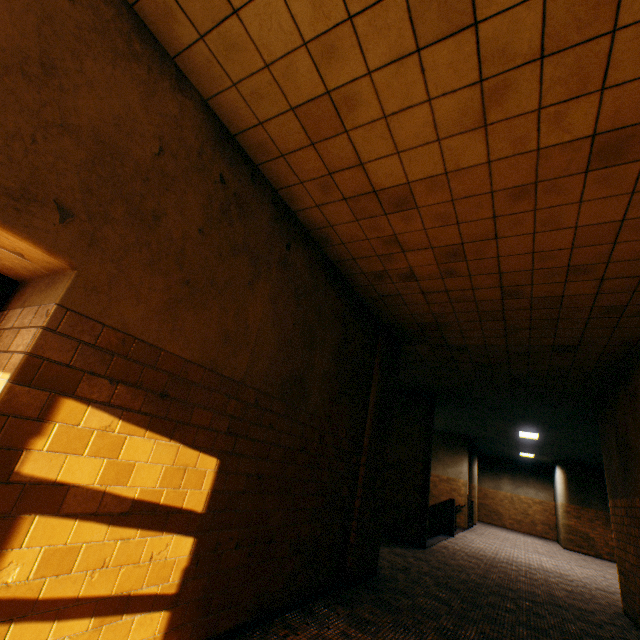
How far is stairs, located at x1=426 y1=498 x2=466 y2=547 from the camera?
10.4 meters

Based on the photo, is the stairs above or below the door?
below

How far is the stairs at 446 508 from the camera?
10.39m

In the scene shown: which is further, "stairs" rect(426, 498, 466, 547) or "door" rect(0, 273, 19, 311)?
"stairs" rect(426, 498, 466, 547)

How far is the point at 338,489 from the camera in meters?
4.4

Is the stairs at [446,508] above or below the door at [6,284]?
below
